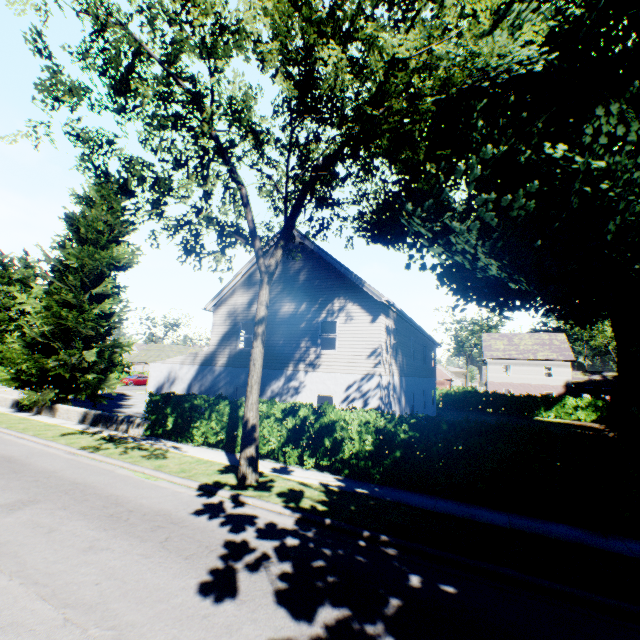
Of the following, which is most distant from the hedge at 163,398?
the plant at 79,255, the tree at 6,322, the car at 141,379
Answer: the car at 141,379

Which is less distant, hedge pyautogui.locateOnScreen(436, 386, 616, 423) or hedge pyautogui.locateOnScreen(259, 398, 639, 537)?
hedge pyautogui.locateOnScreen(259, 398, 639, 537)

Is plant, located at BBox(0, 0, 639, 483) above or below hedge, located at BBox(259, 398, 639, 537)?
above

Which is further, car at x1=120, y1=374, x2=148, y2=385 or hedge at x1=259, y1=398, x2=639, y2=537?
car at x1=120, y1=374, x2=148, y2=385

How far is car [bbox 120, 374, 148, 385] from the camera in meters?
45.9

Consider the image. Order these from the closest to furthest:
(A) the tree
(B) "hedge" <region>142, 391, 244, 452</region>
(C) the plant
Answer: (C) the plant
(B) "hedge" <region>142, 391, 244, 452</region>
(A) the tree

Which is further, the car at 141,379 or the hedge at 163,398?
the car at 141,379

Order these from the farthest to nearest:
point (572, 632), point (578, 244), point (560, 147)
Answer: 1. point (578, 244)
2. point (560, 147)
3. point (572, 632)
